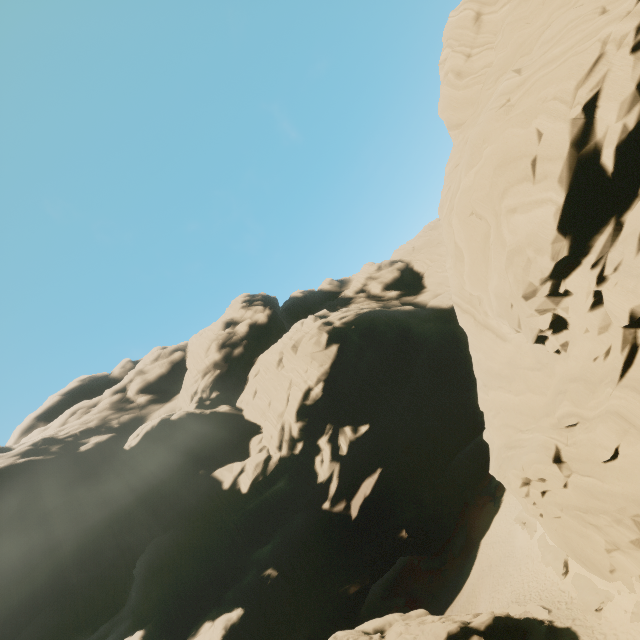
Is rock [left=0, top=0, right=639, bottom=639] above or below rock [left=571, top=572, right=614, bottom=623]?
above

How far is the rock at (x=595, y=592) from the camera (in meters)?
17.02

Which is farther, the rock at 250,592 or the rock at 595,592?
the rock at 595,592

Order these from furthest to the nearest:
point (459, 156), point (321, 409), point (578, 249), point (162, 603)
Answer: point (321, 409)
point (162, 603)
point (459, 156)
point (578, 249)

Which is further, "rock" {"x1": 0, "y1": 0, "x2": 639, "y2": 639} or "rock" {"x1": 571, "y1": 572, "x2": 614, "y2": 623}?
"rock" {"x1": 571, "y1": 572, "x2": 614, "y2": 623}

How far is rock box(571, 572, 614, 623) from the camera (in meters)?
17.02
